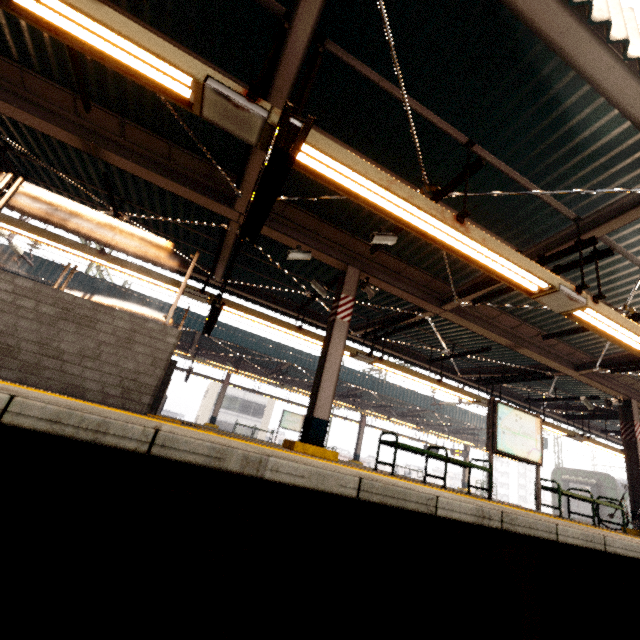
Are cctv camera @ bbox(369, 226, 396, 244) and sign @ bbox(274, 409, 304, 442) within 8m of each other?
no

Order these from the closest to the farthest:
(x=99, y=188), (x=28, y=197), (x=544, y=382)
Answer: (x=99, y=188) → (x=28, y=197) → (x=544, y=382)

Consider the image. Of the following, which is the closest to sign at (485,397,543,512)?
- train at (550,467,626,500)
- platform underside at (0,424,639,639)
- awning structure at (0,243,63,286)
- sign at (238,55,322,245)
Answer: platform underside at (0,424,639,639)

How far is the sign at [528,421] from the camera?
6.90m

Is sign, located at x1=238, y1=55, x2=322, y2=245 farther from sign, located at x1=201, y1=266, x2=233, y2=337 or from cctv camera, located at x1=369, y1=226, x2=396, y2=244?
sign, located at x1=201, y1=266, x2=233, y2=337

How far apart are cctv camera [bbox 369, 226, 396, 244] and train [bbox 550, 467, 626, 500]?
25.65m

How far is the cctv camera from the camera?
5.26m

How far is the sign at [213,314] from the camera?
7.1m
